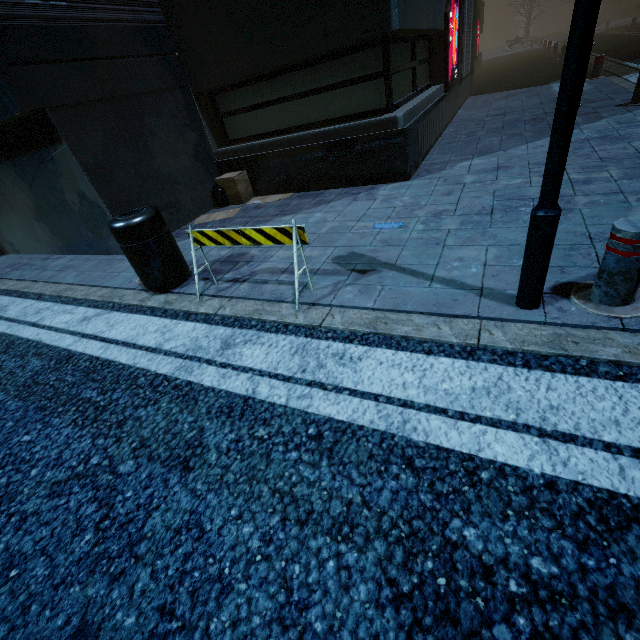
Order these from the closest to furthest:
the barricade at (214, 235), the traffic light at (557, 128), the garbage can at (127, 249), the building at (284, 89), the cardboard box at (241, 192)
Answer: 1. the traffic light at (557, 128)
2. the barricade at (214, 235)
3. the garbage can at (127, 249)
4. the building at (284, 89)
5. the cardboard box at (241, 192)

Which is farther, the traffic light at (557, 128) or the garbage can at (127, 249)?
the garbage can at (127, 249)

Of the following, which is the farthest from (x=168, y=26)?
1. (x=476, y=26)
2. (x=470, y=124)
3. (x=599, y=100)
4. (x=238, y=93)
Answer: (x=476, y=26)

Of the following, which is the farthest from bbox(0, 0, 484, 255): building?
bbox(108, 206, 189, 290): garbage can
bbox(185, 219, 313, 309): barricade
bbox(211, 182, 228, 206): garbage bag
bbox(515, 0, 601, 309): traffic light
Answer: bbox(515, 0, 601, 309): traffic light

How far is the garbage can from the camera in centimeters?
354cm

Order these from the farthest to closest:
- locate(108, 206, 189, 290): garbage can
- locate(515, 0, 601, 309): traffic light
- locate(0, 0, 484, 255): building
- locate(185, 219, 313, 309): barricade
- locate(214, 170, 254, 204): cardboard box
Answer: locate(214, 170, 254, 204): cardboard box < locate(0, 0, 484, 255): building < locate(108, 206, 189, 290): garbage can < locate(185, 219, 313, 309): barricade < locate(515, 0, 601, 309): traffic light

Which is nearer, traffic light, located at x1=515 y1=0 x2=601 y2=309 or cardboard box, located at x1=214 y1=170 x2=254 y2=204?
traffic light, located at x1=515 y1=0 x2=601 y2=309

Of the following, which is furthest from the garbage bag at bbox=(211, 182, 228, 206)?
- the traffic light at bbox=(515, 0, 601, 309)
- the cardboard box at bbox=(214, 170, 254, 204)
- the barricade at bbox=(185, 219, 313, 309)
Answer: the traffic light at bbox=(515, 0, 601, 309)
